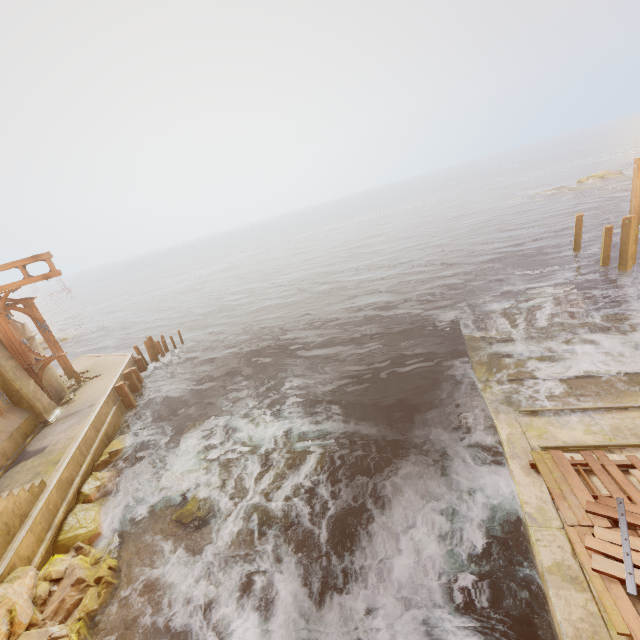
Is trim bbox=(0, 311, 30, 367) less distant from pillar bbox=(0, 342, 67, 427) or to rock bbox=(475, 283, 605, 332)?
pillar bbox=(0, 342, 67, 427)

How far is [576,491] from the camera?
6.4m

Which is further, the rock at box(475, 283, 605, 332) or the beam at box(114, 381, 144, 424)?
the beam at box(114, 381, 144, 424)

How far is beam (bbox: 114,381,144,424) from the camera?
15.91m

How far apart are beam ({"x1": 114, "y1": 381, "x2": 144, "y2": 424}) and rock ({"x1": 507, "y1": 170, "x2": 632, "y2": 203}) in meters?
51.2 m

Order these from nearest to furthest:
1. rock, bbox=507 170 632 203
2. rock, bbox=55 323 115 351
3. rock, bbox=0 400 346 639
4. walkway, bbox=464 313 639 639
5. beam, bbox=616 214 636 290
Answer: walkway, bbox=464 313 639 639 → rock, bbox=0 400 346 639 → beam, bbox=616 214 636 290 → rock, bbox=55 323 115 351 → rock, bbox=507 170 632 203

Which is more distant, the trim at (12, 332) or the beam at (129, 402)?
the beam at (129, 402)

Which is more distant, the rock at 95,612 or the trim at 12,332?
the trim at 12,332
